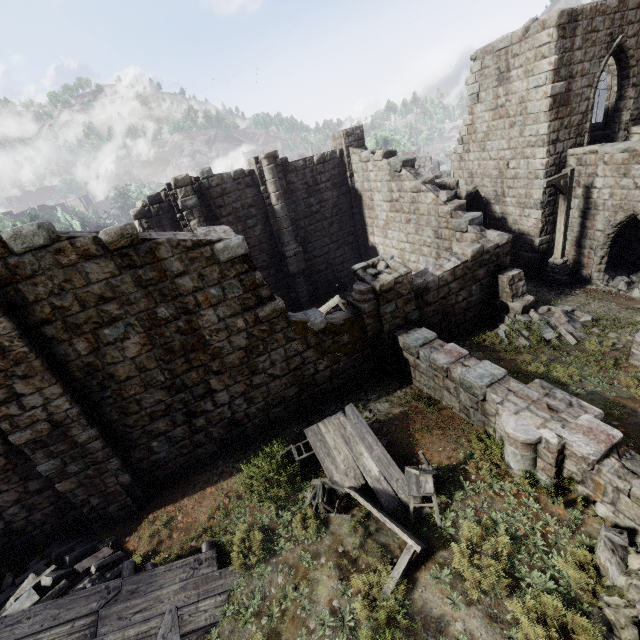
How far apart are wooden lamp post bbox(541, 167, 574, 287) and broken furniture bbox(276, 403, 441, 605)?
10.9m

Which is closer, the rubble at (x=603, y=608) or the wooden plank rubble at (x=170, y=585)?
the rubble at (x=603, y=608)

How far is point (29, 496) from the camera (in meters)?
7.73

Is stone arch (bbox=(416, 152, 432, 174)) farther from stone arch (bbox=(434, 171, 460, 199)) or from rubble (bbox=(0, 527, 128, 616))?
rubble (bbox=(0, 527, 128, 616))

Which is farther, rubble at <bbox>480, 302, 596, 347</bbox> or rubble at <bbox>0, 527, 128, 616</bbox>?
rubble at <bbox>480, 302, 596, 347</bbox>

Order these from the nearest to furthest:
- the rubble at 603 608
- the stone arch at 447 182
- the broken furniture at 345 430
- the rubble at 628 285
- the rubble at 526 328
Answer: the rubble at 603 608
the broken furniture at 345 430
the rubble at 526 328
the rubble at 628 285
the stone arch at 447 182

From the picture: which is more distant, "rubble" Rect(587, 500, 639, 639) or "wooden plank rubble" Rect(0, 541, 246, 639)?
"wooden plank rubble" Rect(0, 541, 246, 639)

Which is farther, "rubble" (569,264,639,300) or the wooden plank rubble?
→ "rubble" (569,264,639,300)
